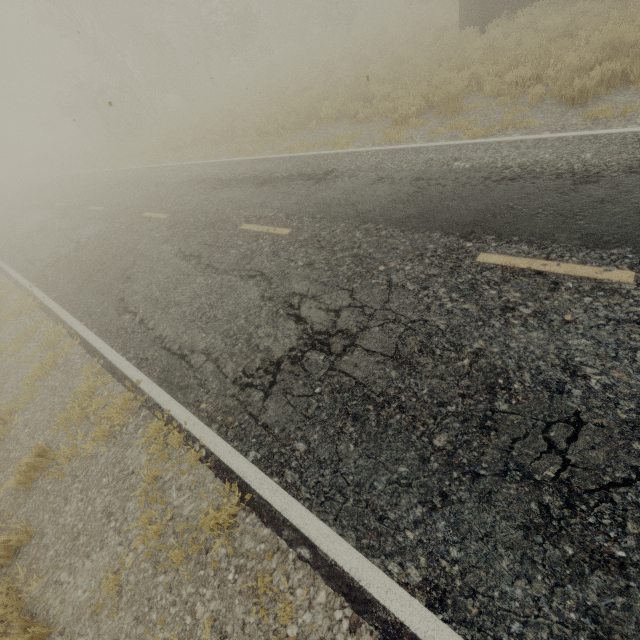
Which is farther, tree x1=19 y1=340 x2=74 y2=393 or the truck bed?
the truck bed

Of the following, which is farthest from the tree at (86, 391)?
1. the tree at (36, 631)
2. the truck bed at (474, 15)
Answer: the truck bed at (474, 15)

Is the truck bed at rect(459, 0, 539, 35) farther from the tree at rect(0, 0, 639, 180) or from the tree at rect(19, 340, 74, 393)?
the tree at rect(0, 0, 639, 180)

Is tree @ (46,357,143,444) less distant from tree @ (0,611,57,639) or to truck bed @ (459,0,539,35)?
tree @ (0,611,57,639)

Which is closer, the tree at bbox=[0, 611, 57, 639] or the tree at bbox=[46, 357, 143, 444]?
the tree at bbox=[0, 611, 57, 639]

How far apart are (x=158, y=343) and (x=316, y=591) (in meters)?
4.24

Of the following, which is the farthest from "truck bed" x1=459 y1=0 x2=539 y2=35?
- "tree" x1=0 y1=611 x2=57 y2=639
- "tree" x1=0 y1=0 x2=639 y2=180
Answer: "tree" x1=0 y1=0 x2=639 y2=180

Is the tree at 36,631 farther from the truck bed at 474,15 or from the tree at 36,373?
the truck bed at 474,15
